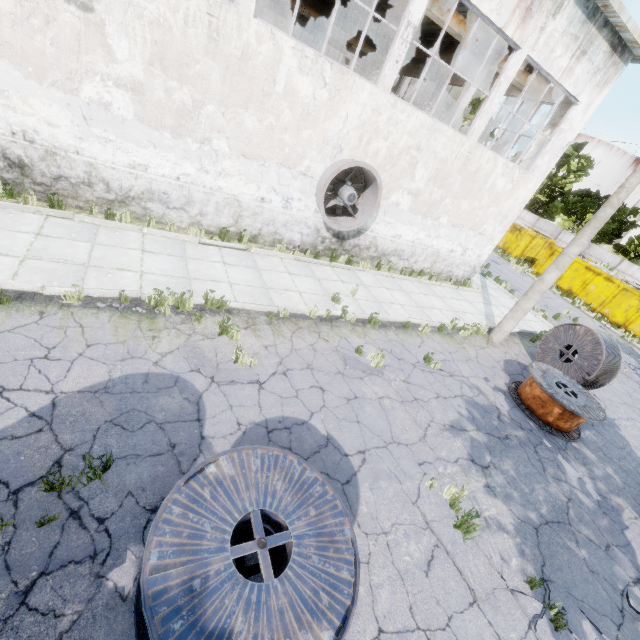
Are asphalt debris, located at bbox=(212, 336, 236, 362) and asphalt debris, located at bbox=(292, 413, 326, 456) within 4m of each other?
yes

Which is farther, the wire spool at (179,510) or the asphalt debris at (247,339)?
the asphalt debris at (247,339)

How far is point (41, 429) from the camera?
4.0 meters

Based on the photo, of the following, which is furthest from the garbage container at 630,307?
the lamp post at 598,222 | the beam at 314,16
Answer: the beam at 314,16

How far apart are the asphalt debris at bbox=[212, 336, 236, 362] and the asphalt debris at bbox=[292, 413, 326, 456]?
1.03m

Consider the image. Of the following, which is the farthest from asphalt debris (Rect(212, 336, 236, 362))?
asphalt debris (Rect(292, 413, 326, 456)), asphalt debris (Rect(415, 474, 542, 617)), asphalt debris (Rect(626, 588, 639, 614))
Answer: asphalt debris (Rect(626, 588, 639, 614))

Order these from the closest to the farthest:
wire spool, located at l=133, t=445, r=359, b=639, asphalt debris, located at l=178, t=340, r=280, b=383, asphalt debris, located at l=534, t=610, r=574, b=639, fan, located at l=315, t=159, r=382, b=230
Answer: wire spool, located at l=133, t=445, r=359, b=639
asphalt debris, located at l=534, t=610, r=574, b=639
asphalt debris, located at l=178, t=340, r=280, b=383
fan, located at l=315, t=159, r=382, b=230

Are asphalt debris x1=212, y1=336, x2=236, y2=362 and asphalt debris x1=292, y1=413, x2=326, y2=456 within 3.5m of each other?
yes
